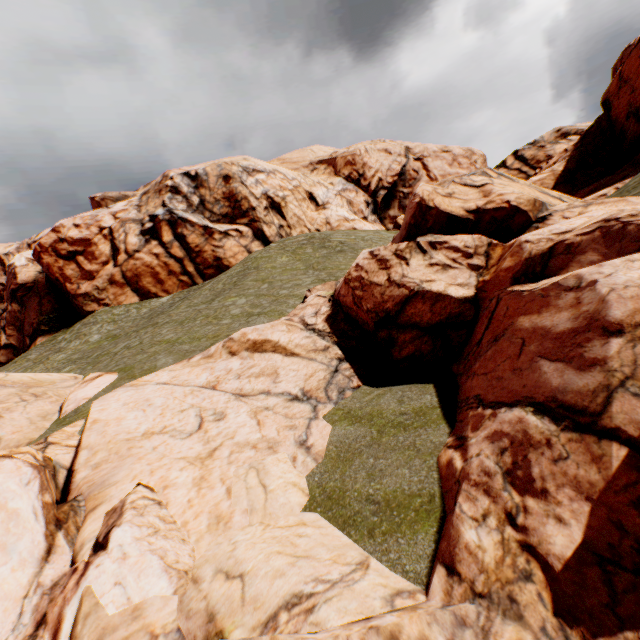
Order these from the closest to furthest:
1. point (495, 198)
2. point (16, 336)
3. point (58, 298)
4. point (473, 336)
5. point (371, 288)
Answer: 1. point (473, 336)
2. point (371, 288)
3. point (495, 198)
4. point (58, 298)
5. point (16, 336)
